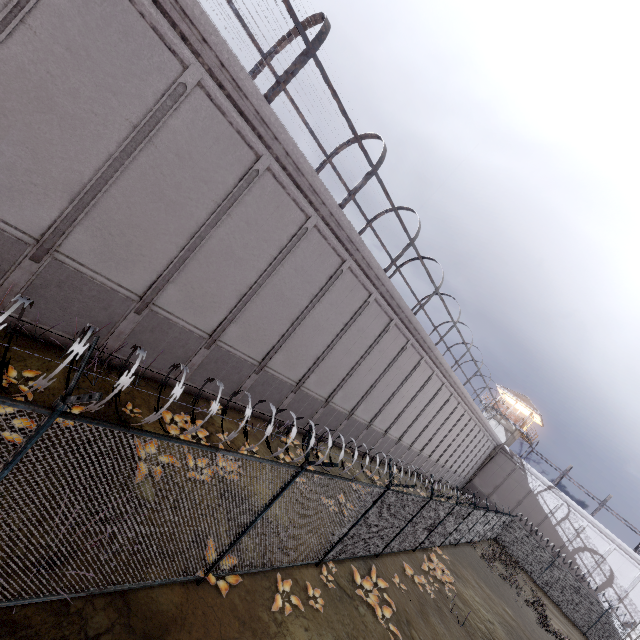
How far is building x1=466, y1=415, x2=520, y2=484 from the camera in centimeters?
4084cm

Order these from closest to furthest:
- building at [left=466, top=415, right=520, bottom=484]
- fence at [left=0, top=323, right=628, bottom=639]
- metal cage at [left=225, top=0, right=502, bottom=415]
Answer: fence at [left=0, top=323, right=628, bottom=639] → metal cage at [left=225, top=0, right=502, bottom=415] → building at [left=466, top=415, right=520, bottom=484]

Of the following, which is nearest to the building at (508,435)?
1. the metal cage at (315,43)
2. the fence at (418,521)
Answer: the fence at (418,521)

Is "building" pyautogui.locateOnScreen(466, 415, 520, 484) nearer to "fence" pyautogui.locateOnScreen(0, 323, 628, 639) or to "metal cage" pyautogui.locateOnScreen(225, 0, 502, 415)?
"fence" pyautogui.locateOnScreen(0, 323, 628, 639)

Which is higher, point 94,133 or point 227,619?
point 94,133

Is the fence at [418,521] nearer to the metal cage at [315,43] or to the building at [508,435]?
the metal cage at [315,43]
